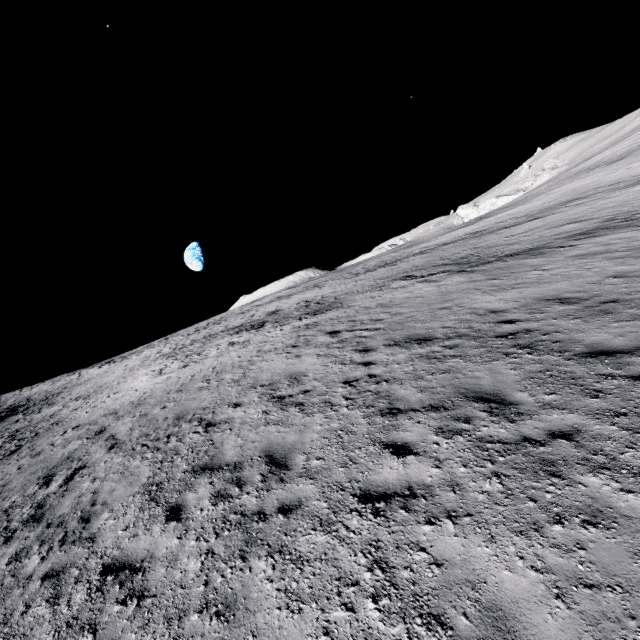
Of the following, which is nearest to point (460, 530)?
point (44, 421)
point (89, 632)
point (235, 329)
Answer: point (89, 632)
